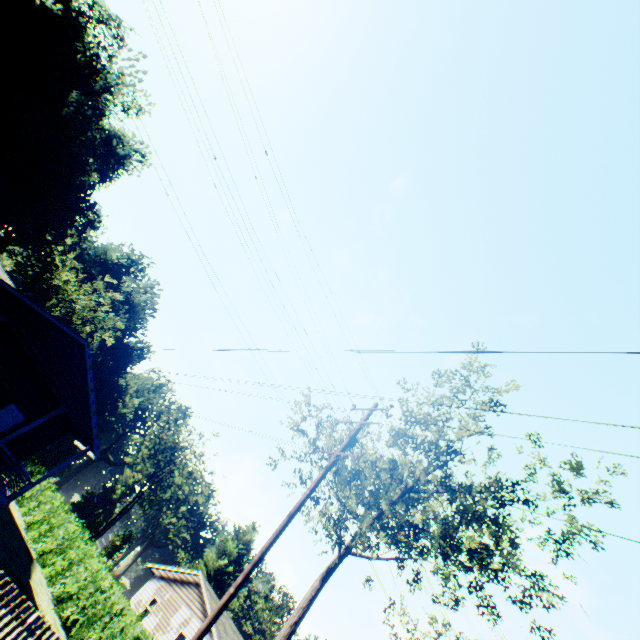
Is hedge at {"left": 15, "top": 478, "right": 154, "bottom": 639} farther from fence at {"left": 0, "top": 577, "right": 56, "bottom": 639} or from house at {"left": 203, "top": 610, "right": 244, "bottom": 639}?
house at {"left": 203, "top": 610, "right": 244, "bottom": 639}

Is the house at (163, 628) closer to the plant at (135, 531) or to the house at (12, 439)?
the house at (12, 439)

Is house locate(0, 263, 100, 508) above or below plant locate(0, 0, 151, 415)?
below

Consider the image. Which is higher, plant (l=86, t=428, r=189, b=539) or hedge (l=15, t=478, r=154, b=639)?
plant (l=86, t=428, r=189, b=539)

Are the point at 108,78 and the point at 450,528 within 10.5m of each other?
no

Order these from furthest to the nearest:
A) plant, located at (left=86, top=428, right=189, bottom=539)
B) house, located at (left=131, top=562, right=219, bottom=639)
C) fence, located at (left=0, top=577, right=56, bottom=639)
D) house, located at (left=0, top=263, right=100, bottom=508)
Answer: plant, located at (left=86, top=428, right=189, bottom=539)
house, located at (left=131, top=562, right=219, bottom=639)
house, located at (left=0, top=263, right=100, bottom=508)
fence, located at (left=0, top=577, right=56, bottom=639)

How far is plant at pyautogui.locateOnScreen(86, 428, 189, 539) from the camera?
51.7 meters

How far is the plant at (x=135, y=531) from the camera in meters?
55.0
